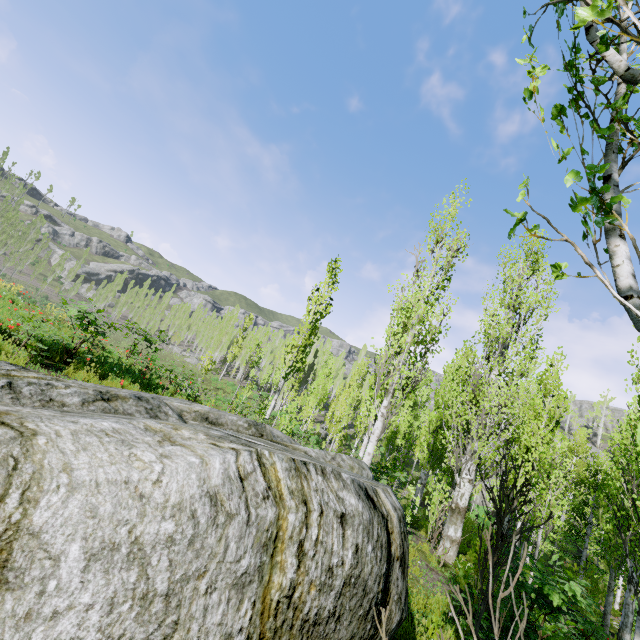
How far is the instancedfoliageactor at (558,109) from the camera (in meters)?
1.49

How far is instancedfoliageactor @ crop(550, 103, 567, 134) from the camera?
1.5m

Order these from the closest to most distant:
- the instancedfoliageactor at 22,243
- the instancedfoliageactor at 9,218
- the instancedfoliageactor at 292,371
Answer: the instancedfoliageactor at 292,371 → the instancedfoliageactor at 9,218 → the instancedfoliageactor at 22,243

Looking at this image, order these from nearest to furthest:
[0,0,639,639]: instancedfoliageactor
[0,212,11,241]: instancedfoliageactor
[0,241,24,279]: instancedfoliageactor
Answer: [0,0,639,639]: instancedfoliageactor, [0,212,11,241]: instancedfoliageactor, [0,241,24,279]: instancedfoliageactor

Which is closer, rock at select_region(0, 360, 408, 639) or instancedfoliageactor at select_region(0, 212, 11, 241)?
rock at select_region(0, 360, 408, 639)

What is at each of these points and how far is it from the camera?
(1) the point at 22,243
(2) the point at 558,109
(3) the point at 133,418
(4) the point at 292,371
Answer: (1) instancedfoliageactor, 59.6 meters
(2) instancedfoliageactor, 1.5 meters
(3) rock, 2.5 meters
(4) instancedfoliageactor, 16.0 meters

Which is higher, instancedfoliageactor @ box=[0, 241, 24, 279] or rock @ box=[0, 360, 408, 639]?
instancedfoliageactor @ box=[0, 241, 24, 279]

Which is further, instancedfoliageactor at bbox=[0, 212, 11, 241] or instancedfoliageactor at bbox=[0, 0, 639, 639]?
instancedfoliageactor at bbox=[0, 212, 11, 241]
